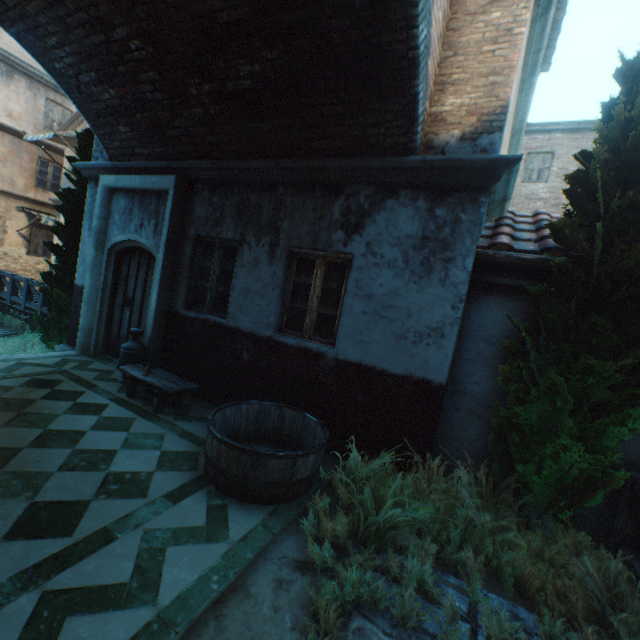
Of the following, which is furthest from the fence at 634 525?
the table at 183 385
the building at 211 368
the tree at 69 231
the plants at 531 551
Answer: the tree at 69 231

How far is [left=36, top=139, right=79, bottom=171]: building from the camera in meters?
12.9

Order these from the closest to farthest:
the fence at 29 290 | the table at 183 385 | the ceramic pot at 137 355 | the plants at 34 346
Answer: the table at 183 385
the ceramic pot at 137 355
the plants at 34 346
the fence at 29 290

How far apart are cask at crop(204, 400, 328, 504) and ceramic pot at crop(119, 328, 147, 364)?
2.45m

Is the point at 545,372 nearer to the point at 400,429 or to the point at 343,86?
the point at 400,429

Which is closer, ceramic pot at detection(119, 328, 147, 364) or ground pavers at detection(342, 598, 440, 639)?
ground pavers at detection(342, 598, 440, 639)

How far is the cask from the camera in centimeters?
310cm

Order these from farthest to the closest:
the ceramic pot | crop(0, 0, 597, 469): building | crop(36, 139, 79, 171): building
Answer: crop(36, 139, 79, 171): building, the ceramic pot, crop(0, 0, 597, 469): building
